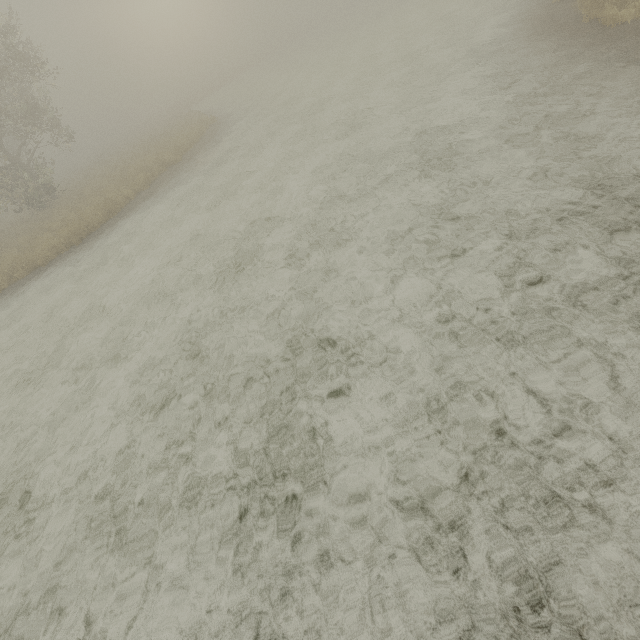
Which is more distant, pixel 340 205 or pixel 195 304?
pixel 340 205
